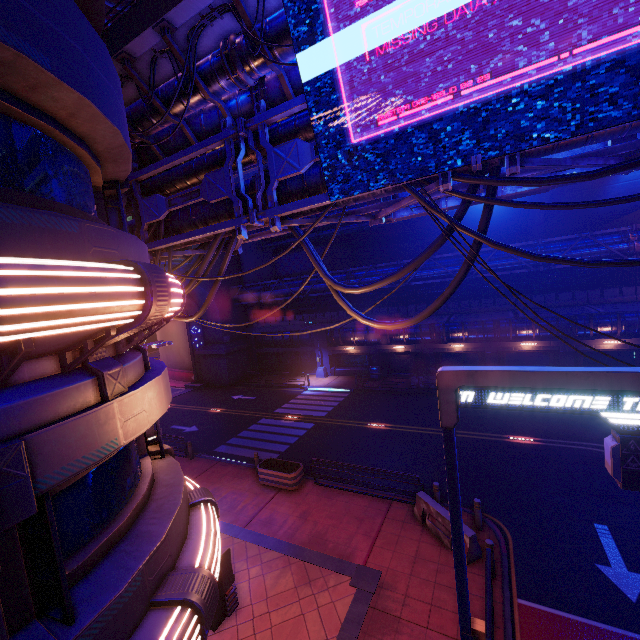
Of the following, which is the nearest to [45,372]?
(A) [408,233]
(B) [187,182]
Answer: (B) [187,182]

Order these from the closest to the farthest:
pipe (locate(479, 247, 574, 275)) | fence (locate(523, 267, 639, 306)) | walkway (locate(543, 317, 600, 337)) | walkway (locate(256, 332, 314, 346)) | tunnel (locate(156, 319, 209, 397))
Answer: fence (locate(523, 267, 639, 306))
pipe (locate(479, 247, 574, 275))
walkway (locate(543, 317, 600, 337))
walkway (locate(256, 332, 314, 346))
tunnel (locate(156, 319, 209, 397))

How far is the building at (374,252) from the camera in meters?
37.9 m

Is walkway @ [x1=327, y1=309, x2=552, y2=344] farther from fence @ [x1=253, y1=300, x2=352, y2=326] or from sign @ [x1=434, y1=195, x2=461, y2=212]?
sign @ [x1=434, y1=195, x2=461, y2=212]

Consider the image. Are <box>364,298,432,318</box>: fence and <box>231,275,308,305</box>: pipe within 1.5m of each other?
yes

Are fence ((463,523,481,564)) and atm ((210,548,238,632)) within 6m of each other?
no

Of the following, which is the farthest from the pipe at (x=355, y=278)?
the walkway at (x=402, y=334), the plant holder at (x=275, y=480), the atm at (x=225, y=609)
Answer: the atm at (x=225, y=609)

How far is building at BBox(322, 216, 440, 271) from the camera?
37.9m
